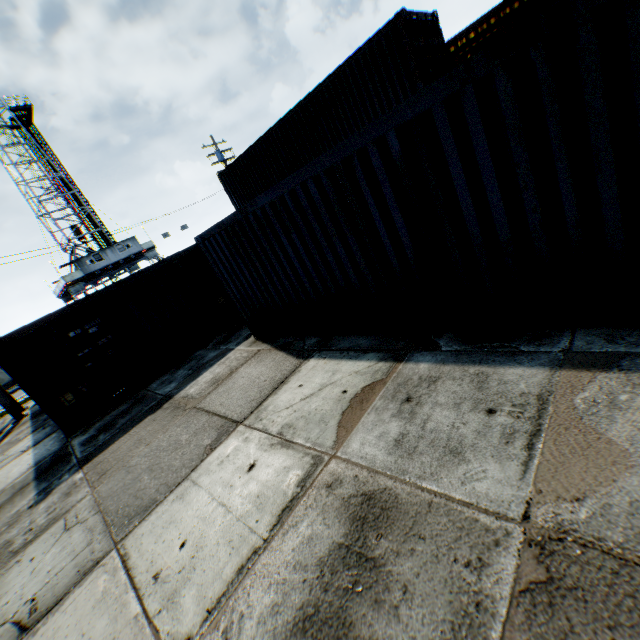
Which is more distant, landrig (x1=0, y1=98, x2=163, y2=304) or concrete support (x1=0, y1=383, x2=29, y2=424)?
landrig (x1=0, y1=98, x2=163, y2=304)

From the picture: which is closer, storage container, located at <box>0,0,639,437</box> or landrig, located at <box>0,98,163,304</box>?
storage container, located at <box>0,0,639,437</box>

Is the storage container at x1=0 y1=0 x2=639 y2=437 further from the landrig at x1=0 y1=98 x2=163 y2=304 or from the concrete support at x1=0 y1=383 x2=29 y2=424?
the landrig at x1=0 y1=98 x2=163 y2=304

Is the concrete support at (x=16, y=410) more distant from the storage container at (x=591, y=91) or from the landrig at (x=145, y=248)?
the landrig at (x=145, y=248)

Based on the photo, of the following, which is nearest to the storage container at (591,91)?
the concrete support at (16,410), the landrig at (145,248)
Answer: the concrete support at (16,410)

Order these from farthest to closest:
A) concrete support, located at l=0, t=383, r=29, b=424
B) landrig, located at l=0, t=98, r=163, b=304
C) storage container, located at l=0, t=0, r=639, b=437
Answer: landrig, located at l=0, t=98, r=163, b=304 < concrete support, located at l=0, t=383, r=29, b=424 < storage container, located at l=0, t=0, r=639, b=437

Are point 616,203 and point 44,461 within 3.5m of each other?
no
